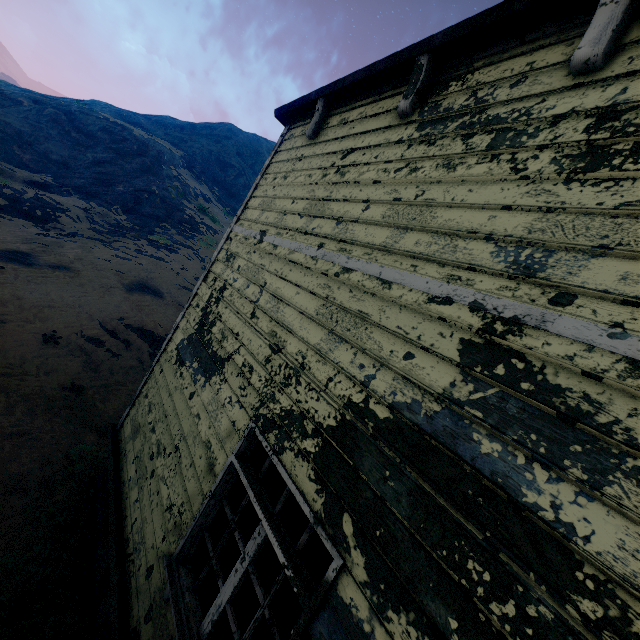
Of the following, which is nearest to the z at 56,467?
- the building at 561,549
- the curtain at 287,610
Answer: the building at 561,549

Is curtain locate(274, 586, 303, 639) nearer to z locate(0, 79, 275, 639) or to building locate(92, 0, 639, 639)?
building locate(92, 0, 639, 639)

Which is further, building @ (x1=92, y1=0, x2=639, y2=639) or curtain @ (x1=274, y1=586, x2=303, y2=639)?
curtain @ (x1=274, y1=586, x2=303, y2=639)

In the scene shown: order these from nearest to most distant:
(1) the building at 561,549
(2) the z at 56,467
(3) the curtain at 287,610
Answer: (1) the building at 561,549, (3) the curtain at 287,610, (2) the z at 56,467

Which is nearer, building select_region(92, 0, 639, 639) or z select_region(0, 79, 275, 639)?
building select_region(92, 0, 639, 639)

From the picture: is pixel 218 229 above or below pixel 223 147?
below

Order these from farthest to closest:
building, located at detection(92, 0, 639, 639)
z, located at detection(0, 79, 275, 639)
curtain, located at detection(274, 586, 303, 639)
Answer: z, located at detection(0, 79, 275, 639), curtain, located at detection(274, 586, 303, 639), building, located at detection(92, 0, 639, 639)

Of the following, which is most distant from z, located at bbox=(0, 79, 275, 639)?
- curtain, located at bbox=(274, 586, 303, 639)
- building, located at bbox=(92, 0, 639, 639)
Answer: curtain, located at bbox=(274, 586, 303, 639)
